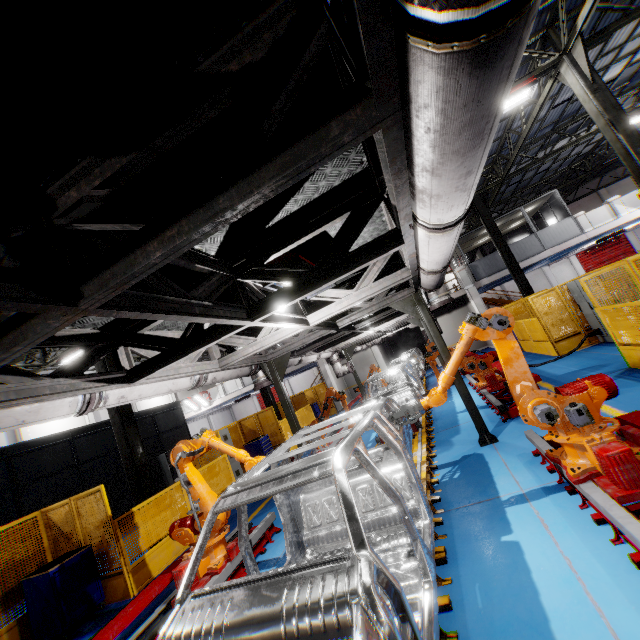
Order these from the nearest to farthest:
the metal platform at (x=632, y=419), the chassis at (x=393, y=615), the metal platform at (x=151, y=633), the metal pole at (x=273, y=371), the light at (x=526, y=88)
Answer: the chassis at (x=393, y=615) → the metal platform at (x=632, y=419) → the metal platform at (x=151, y=633) → the metal pole at (x=273, y=371) → the light at (x=526, y=88)

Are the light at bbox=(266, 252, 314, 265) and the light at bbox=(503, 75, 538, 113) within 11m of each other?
yes

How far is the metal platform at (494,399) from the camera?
7.15m

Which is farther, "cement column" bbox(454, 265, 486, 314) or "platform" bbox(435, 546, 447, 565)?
"cement column" bbox(454, 265, 486, 314)

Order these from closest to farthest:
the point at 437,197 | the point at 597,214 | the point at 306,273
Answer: the point at 437,197
the point at 306,273
the point at 597,214

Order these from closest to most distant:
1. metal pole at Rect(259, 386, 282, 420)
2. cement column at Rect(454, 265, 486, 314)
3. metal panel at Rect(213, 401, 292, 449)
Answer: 1. metal panel at Rect(213, 401, 292, 449)
2. metal pole at Rect(259, 386, 282, 420)
3. cement column at Rect(454, 265, 486, 314)

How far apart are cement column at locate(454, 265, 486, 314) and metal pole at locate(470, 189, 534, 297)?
2.8 meters

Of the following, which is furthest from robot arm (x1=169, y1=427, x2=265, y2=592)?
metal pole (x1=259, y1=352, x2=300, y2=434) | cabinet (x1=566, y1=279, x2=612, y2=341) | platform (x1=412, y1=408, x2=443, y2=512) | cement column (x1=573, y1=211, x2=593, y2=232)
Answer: cement column (x1=573, y1=211, x2=593, y2=232)
